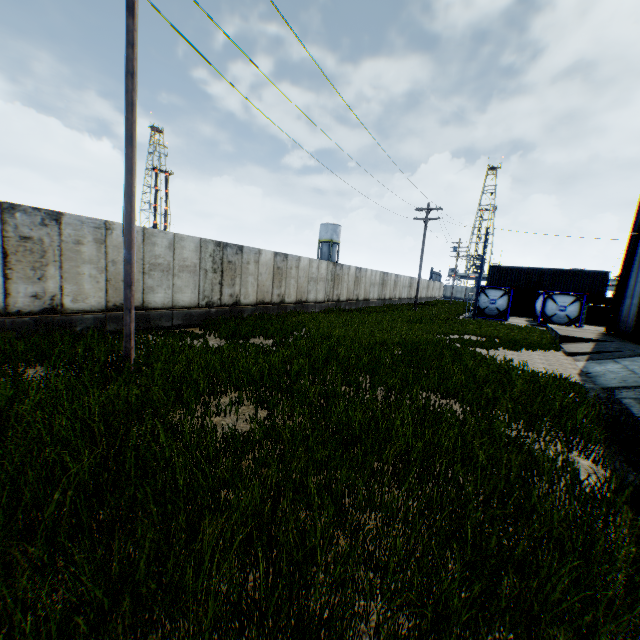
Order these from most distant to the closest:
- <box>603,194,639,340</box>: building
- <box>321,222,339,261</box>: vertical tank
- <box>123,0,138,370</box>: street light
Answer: <box>321,222,339,261</box>: vertical tank
<box>603,194,639,340</box>: building
<box>123,0,138,370</box>: street light

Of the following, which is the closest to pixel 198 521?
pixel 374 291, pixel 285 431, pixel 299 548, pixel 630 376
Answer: pixel 299 548

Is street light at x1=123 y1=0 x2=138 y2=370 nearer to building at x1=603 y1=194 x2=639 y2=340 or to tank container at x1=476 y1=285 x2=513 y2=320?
building at x1=603 y1=194 x2=639 y2=340

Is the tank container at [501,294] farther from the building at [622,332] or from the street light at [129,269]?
the street light at [129,269]

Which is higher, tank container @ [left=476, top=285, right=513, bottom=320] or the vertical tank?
the vertical tank

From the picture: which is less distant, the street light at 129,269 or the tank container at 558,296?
the street light at 129,269

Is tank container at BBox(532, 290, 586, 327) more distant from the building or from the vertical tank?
the vertical tank
